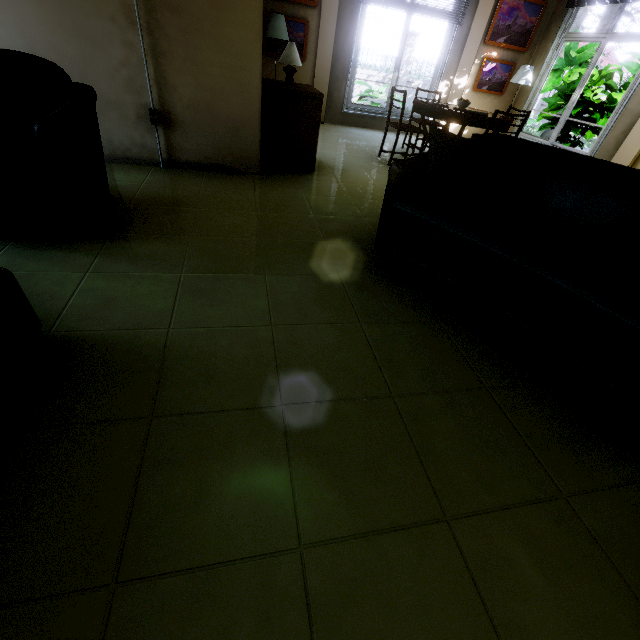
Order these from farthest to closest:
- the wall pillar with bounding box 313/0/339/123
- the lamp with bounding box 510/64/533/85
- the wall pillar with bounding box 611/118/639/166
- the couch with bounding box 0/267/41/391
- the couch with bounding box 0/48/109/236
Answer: the lamp with bounding box 510/64/533/85, the wall pillar with bounding box 313/0/339/123, the wall pillar with bounding box 611/118/639/166, the couch with bounding box 0/48/109/236, the couch with bounding box 0/267/41/391

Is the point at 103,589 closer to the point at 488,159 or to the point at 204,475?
the point at 204,475

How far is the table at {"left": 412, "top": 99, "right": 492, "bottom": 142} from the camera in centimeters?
414cm

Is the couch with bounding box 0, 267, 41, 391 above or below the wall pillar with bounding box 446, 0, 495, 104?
below

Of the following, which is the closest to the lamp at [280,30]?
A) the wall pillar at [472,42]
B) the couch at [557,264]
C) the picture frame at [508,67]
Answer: the wall pillar at [472,42]

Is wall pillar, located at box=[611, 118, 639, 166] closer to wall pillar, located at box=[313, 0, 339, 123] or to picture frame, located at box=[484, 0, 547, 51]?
picture frame, located at box=[484, 0, 547, 51]

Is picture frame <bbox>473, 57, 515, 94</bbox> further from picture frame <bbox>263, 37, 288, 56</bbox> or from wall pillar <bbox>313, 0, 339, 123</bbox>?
picture frame <bbox>263, 37, 288, 56</bbox>

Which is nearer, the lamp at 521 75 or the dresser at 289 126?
the dresser at 289 126
